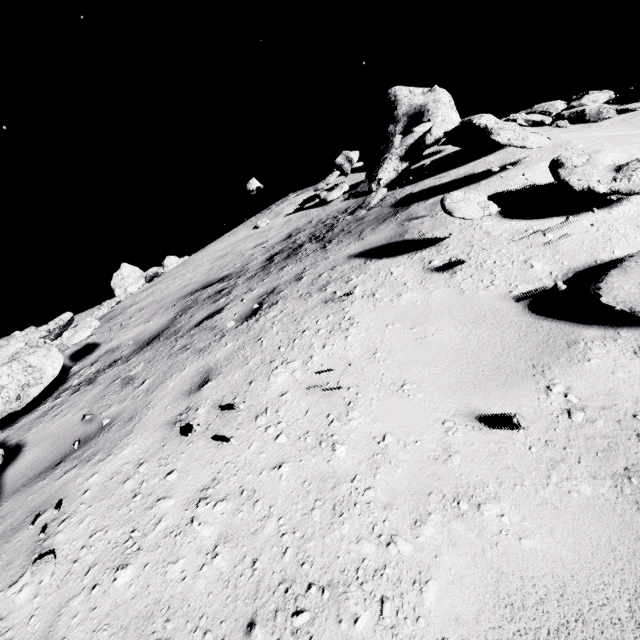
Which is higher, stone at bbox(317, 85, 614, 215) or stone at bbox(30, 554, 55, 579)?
stone at bbox(317, 85, 614, 215)

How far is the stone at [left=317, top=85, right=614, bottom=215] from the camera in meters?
5.8

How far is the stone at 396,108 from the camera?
5.8m

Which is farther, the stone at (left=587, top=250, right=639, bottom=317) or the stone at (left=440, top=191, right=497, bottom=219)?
the stone at (left=440, top=191, right=497, bottom=219)

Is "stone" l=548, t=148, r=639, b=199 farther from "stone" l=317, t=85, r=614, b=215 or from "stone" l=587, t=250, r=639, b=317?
"stone" l=317, t=85, r=614, b=215

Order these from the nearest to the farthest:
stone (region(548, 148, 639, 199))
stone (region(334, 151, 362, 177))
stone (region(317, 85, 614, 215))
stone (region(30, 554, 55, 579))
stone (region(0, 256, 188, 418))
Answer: stone (region(30, 554, 55, 579)), stone (region(548, 148, 639, 199)), stone (region(0, 256, 188, 418)), stone (region(317, 85, 614, 215)), stone (region(334, 151, 362, 177))

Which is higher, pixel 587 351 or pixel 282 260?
pixel 282 260
